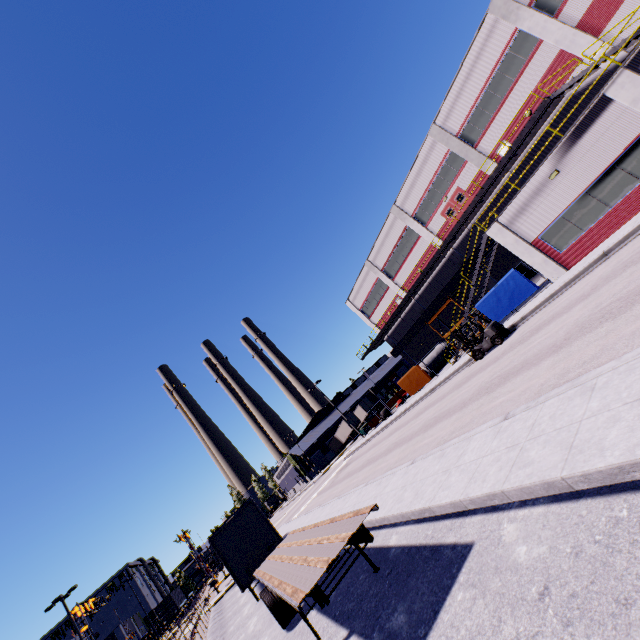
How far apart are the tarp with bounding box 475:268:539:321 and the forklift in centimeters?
328cm

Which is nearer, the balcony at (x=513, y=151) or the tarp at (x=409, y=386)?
the balcony at (x=513, y=151)

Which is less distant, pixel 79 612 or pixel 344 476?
pixel 344 476

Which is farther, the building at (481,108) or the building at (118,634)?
the building at (118,634)

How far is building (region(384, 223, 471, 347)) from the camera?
30.7 meters

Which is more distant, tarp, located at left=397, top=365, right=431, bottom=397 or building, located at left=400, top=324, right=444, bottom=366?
building, located at left=400, top=324, right=444, bottom=366

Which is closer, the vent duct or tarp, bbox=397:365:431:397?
tarp, bbox=397:365:431:397

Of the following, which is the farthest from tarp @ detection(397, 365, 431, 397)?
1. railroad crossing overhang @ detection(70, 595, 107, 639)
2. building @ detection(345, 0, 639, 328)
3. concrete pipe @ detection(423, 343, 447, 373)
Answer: railroad crossing overhang @ detection(70, 595, 107, 639)
